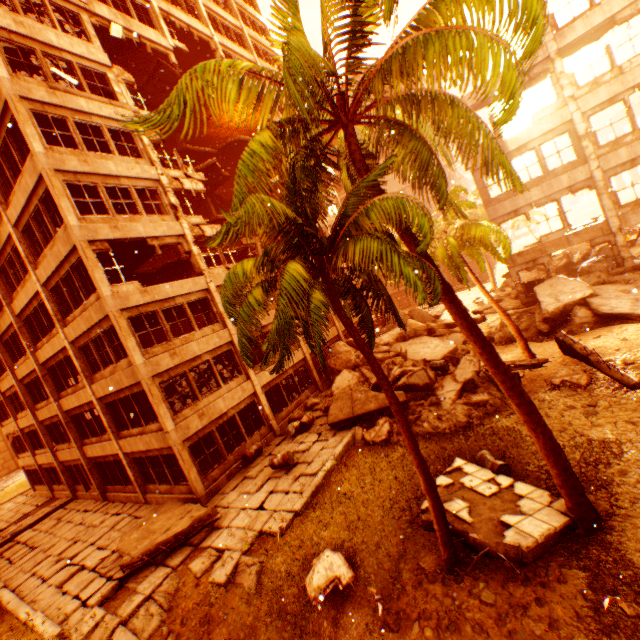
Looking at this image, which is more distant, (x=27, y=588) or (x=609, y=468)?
(x=27, y=588)

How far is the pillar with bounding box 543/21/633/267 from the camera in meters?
15.5 m

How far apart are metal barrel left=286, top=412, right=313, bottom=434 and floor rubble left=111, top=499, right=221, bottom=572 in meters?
5.0

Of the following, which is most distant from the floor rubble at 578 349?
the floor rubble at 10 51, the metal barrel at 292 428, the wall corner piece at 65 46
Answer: the floor rubble at 10 51

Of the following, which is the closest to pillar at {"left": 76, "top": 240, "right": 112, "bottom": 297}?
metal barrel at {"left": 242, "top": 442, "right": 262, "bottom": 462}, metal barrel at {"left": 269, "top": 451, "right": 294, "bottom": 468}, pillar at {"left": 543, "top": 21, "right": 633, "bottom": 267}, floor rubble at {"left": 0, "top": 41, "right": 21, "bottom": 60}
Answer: floor rubble at {"left": 0, "top": 41, "right": 21, "bottom": 60}

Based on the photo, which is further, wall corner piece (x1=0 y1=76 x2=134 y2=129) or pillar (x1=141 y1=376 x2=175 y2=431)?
pillar (x1=141 y1=376 x2=175 y2=431)

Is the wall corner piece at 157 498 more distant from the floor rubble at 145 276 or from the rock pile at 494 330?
the floor rubble at 145 276

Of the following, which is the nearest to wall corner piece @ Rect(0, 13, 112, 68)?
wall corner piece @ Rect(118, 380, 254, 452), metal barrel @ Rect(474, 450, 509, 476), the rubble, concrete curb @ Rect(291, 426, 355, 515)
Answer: the rubble
